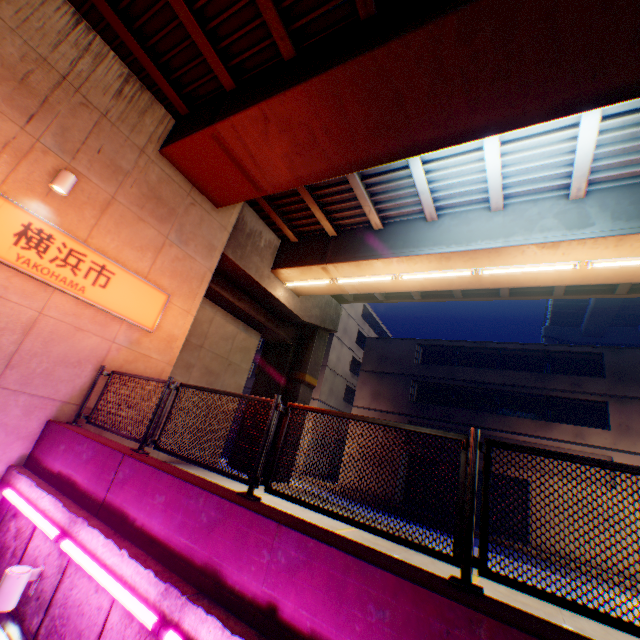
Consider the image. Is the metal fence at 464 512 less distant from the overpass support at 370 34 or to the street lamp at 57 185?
the overpass support at 370 34

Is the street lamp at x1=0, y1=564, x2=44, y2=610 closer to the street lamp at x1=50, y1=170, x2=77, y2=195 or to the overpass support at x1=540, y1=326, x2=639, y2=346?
the street lamp at x1=50, y1=170, x2=77, y2=195

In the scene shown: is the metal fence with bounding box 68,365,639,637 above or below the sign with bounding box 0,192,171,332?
below

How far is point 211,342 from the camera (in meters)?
13.40

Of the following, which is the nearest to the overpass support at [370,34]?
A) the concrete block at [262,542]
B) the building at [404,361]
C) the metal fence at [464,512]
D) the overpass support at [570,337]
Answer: the metal fence at [464,512]

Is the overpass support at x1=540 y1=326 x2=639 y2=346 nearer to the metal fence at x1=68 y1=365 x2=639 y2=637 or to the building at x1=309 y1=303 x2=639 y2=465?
the building at x1=309 y1=303 x2=639 y2=465

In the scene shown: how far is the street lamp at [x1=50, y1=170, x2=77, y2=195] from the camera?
6.23m

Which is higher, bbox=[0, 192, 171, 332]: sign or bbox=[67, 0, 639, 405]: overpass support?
bbox=[67, 0, 639, 405]: overpass support
